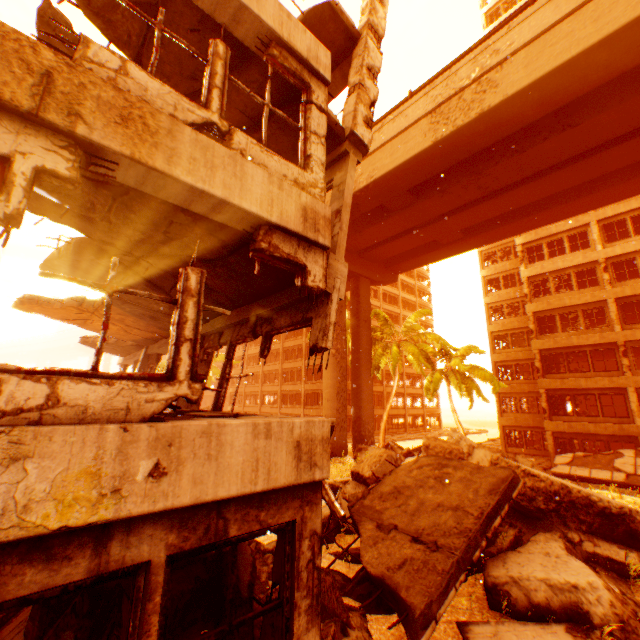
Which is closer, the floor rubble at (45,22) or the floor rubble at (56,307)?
the floor rubble at (45,22)

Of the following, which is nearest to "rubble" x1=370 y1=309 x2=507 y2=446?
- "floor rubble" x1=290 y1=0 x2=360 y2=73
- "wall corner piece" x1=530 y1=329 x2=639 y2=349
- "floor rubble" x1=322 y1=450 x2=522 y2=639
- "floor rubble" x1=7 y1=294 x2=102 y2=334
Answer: "wall corner piece" x1=530 y1=329 x2=639 y2=349

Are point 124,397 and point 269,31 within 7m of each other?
yes

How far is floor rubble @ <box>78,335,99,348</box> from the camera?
12.92m

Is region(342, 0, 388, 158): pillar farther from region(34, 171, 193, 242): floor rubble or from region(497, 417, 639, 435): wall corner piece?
region(497, 417, 639, 435): wall corner piece

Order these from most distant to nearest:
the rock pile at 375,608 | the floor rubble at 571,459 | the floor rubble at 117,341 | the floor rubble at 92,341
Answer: the floor rubble at 571,459
the floor rubble at 92,341
the floor rubble at 117,341
the rock pile at 375,608

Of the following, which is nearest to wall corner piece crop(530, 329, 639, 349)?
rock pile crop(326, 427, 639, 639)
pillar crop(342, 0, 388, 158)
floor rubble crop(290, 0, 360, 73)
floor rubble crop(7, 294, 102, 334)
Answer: rock pile crop(326, 427, 639, 639)

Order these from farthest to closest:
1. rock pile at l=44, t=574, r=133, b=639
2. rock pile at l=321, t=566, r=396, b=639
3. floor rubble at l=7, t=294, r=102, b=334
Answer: floor rubble at l=7, t=294, r=102, b=334, rock pile at l=321, t=566, r=396, b=639, rock pile at l=44, t=574, r=133, b=639
